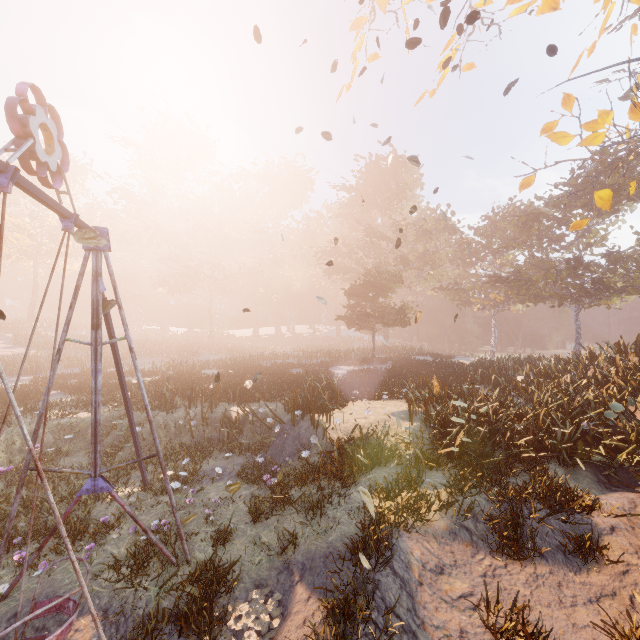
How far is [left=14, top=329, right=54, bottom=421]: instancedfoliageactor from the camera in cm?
1444

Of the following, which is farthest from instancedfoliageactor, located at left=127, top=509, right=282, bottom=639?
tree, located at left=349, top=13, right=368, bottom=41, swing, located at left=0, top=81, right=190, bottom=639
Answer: tree, located at left=349, top=13, right=368, bottom=41

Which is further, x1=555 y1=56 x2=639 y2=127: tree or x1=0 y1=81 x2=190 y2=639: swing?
x1=555 y1=56 x2=639 y2=127: tree

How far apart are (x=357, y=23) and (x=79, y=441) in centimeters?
1747cm

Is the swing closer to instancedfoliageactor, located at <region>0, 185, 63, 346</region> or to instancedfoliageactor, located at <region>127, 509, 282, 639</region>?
instancedfoliageactor, located at <region>127, 509, 282, 639</region>

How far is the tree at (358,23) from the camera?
9.5 meters

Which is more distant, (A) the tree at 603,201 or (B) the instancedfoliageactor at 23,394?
(B) the instancedfoliageactor at 23,394

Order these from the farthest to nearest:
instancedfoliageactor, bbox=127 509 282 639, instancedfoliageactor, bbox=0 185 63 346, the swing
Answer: instancedfoliageactor, bbox=0 185 63 346 < instancedfoliageactor, bbox=127 509 282 639 < the swing
